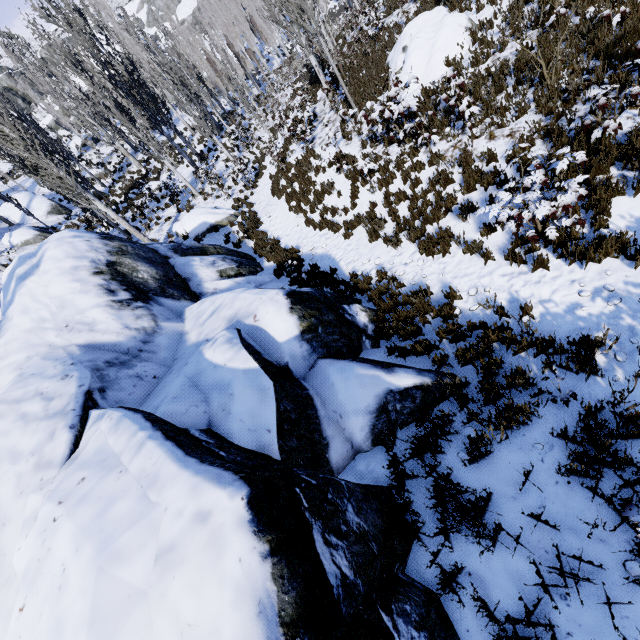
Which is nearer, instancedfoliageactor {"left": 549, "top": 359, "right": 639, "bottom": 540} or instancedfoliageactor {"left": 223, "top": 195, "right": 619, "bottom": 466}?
instancedfoliageactor {"left": 549, "top": 359, "right": 639, "bottom": 540}

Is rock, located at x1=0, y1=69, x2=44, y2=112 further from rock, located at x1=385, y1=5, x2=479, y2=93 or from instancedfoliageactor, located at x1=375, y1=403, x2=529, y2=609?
rock, located at x1=385, y1=5, x2=479, y2=93

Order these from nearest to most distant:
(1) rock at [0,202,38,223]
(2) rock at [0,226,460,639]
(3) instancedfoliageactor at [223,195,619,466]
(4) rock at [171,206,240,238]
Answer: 1. (2) rock at [0,226,460,639]
2. (3) instancedfoliageactor at [223,195,619,466]
3. (4) rock at [171,206,240,238]
4. (1) rock at [0,202,38,223]

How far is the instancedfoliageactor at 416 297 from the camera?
3.9m

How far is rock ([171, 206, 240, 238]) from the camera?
15.8m

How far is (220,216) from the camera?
15.9 meters

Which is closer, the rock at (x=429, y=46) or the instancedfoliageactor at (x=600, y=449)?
the instancedfoliageactor at (x=600, y=449)
